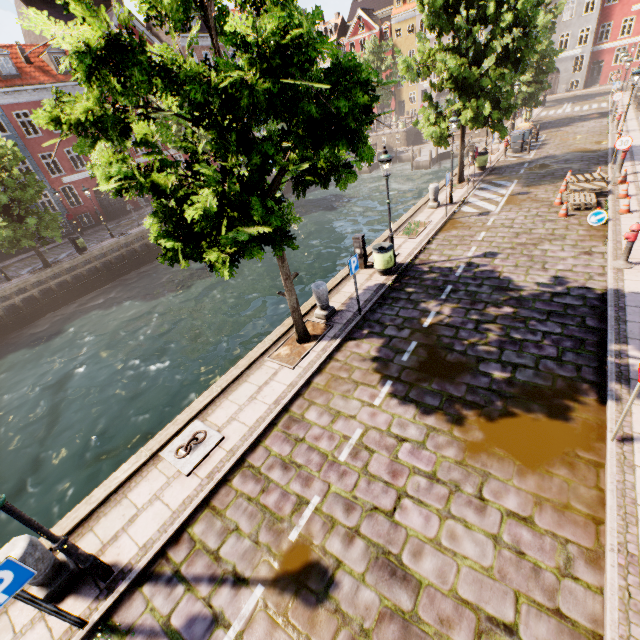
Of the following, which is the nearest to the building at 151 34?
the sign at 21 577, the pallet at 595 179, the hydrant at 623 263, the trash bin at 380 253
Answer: the trash bin at 380 253

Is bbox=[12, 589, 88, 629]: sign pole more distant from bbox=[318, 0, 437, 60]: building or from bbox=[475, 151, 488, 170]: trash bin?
bbox=[318, 0, 437, 60]: building

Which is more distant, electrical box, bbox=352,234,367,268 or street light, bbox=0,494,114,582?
electrical box, bbox=352,234,367,268

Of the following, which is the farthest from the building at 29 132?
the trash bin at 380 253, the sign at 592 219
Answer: the sign at 592 219

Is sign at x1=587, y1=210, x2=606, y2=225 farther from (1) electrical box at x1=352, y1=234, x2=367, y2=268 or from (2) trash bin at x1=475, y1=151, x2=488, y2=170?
(2) trash bin at x1=475, y1=151, x2=488, y2=170

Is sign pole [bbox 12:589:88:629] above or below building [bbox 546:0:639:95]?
below

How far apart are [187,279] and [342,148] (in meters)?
18.62

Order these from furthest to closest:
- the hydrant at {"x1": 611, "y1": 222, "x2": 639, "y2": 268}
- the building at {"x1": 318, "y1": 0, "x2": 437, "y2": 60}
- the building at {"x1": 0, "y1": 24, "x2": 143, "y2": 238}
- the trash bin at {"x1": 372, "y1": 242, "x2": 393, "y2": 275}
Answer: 1. the building at {"x1": 318, "y1": 0, "x2": 437, "y2": 60}
2. the building at {"x1": 0, "y1": 24, "x2": 143, "y2": 238}
3. the trash bin at {"x1": 372, "y1": 242, "x2": 393, "y2": 275}
4. the hydrant at {"x1": 611, "y1": 222, "x2": 639, "y2": 268}
